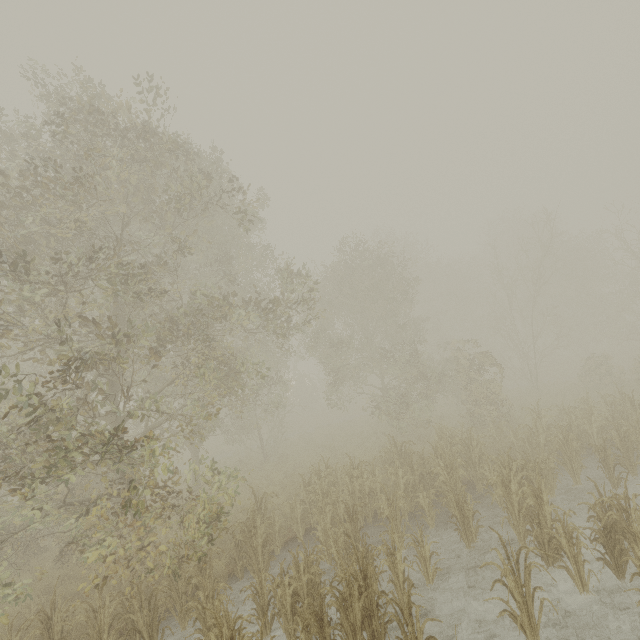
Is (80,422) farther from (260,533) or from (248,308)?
(260,533)
